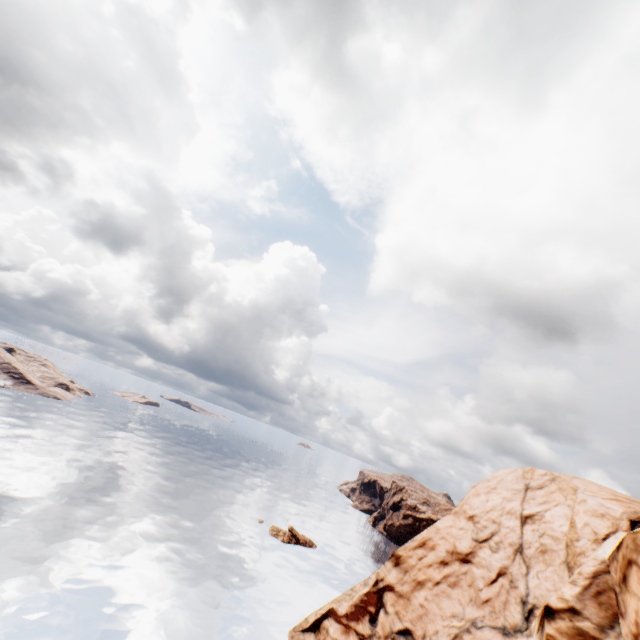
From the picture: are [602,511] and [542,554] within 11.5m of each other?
yes
